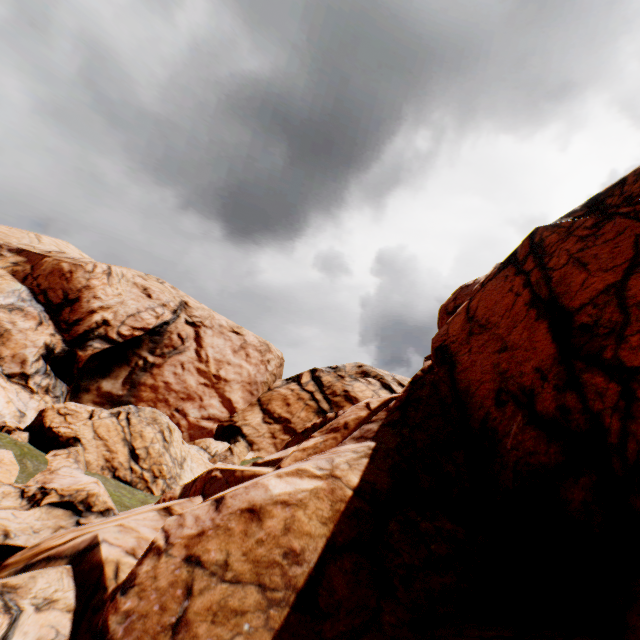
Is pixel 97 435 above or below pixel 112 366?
below
